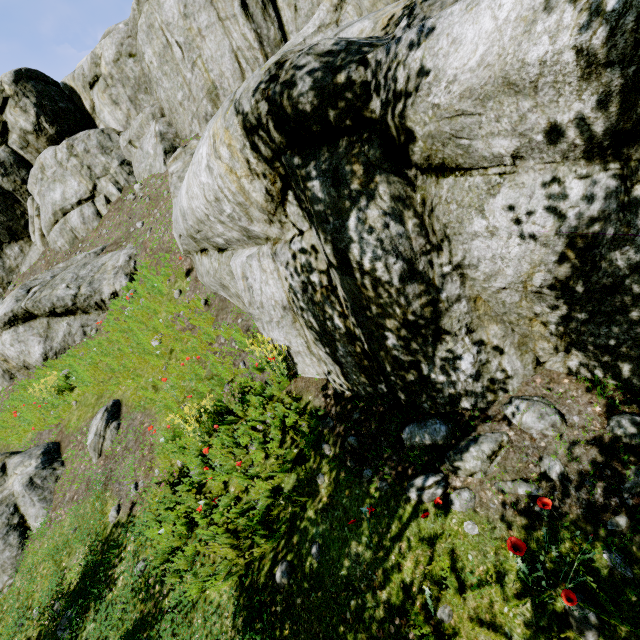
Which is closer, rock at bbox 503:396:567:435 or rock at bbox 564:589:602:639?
rock at bbox 564:589:602:639

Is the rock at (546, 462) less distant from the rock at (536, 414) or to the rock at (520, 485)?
the rock at (520, 485)

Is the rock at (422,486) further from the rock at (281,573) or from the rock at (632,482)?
the rock at (281,573)

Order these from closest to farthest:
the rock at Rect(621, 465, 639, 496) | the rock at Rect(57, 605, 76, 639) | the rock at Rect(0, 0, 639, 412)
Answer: the rock at Rect(0, 0, 639, 412), the rock at Rect(621, 465, 639, 496), the rock at Rect(57, 605, 76, 639)

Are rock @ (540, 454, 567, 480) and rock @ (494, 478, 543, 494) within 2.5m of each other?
yes

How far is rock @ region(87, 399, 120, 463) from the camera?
6.7m

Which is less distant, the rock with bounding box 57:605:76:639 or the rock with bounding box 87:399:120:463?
the rock with bounding box 57:605:76:639

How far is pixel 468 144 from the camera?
2.61m
